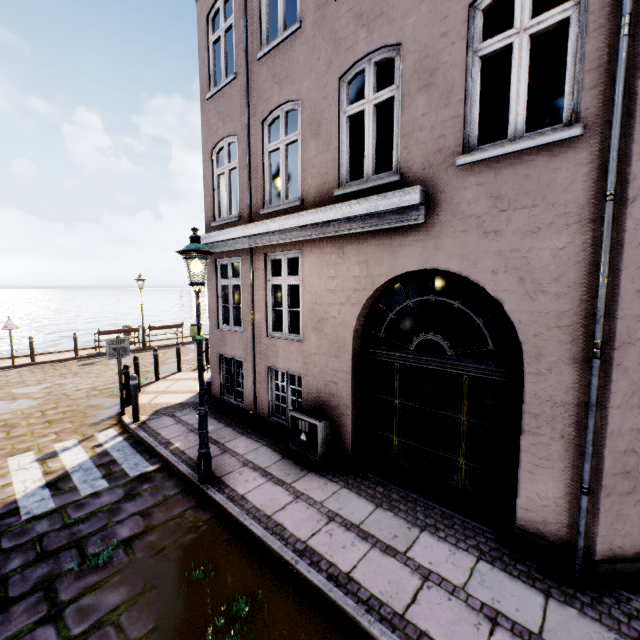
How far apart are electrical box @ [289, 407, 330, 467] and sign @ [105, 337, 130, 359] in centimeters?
460cm

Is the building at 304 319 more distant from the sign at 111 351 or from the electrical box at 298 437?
the sign at 111 351

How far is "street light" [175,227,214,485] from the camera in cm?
464

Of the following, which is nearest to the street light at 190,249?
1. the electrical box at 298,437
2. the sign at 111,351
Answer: the electrical box at 298,437

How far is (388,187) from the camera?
4.72m

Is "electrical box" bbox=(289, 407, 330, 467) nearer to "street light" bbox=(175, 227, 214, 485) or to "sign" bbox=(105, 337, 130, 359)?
"street light" bbox=(175, 227, 214, 485)

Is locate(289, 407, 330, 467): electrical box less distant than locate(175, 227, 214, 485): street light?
No

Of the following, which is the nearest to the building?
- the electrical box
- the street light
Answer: the electrical box
